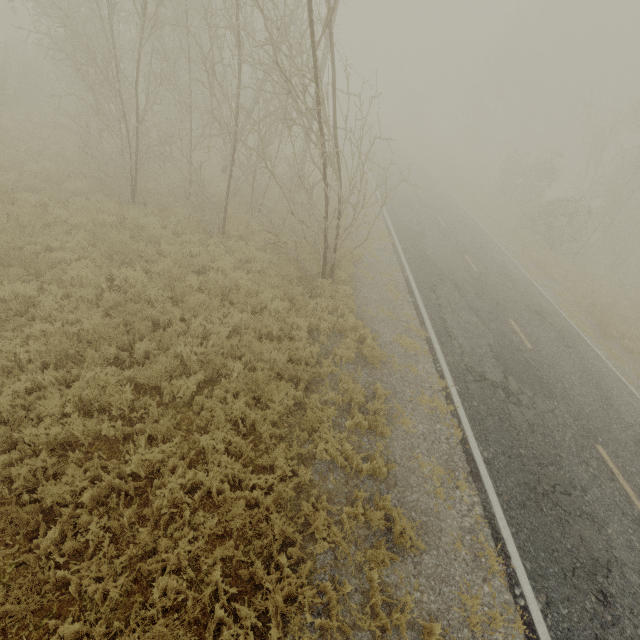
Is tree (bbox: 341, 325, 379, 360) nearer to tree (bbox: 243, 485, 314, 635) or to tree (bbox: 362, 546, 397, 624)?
tree (bbox: 243, 485, 314, 635)

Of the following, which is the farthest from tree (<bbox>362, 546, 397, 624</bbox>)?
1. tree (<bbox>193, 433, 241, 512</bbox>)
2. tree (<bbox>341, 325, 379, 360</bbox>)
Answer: tree (<bbox>341, 325, 379, 360</bbox>)

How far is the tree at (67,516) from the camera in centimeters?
427cm

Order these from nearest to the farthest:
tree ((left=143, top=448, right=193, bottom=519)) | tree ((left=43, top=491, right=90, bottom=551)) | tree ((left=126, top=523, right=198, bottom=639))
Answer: tree ((left=126, top=523, right=198, bottom=639)) → tree ((left=43, top=491, right=90, bottom=551)) → tree ((left=143, top=448, right=193, bottom=519))

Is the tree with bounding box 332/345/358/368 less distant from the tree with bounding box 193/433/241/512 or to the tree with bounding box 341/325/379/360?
the tree with bounding box 341/325/379/360

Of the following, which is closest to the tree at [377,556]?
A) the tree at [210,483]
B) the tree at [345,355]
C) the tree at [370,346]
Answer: the tree at [210,483]

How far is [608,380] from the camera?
10.68m
